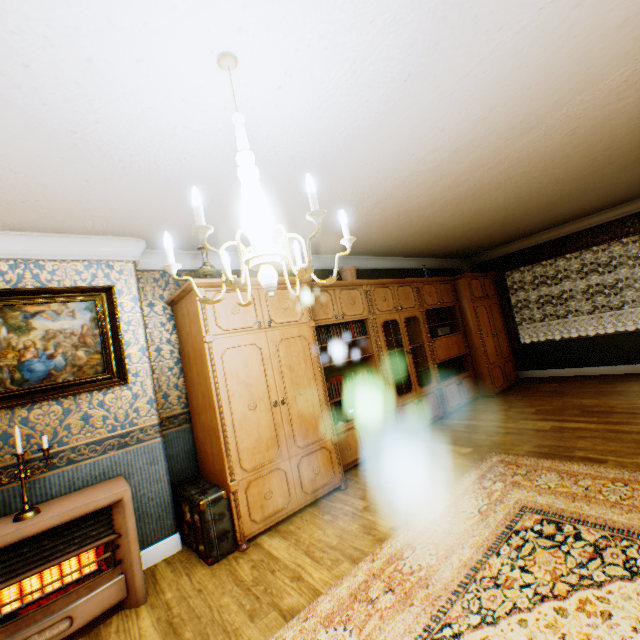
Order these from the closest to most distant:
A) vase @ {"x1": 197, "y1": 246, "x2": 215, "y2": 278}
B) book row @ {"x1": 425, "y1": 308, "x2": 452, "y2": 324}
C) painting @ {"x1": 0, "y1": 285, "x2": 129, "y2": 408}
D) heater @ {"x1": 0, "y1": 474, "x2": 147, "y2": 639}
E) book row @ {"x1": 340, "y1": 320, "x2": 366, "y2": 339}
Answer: A:
1. heater @ {"x1": 0, "y1": 474, "x2": 147, "y2": 639}
2. painting @ {"x1": 0, "y1": 285, "x2": 129, "y2": 408}
3. vase @ {"x1": 197, "y1": 246, "x2": 215, "y2": 278}
4. book row @ {"x1": 340, "y1": 320, "x2": 366, "y2": 339}
5. book row @ {"x1": 425, "y1": 308, "x2": 452, "y2": 324}

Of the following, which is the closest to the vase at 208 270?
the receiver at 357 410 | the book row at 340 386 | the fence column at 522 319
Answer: the book row at 340 386

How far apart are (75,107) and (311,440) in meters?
3.4 m

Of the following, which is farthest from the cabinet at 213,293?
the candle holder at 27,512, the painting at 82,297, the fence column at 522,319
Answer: the fence column at 522,319

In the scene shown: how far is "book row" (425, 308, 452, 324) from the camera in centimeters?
622cm

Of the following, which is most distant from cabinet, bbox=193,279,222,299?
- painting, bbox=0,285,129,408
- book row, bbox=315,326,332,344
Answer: painting, bbox=0,285,129,408

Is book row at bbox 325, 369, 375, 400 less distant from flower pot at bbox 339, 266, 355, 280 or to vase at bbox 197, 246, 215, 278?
flower pot at bbox 339, 266, 355, 280

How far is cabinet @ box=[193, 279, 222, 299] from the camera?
3.15m
